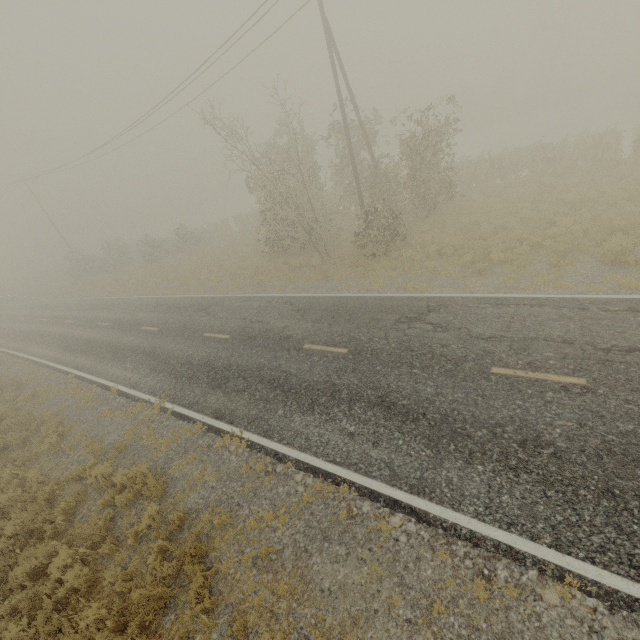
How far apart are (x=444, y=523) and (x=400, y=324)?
6.05m
